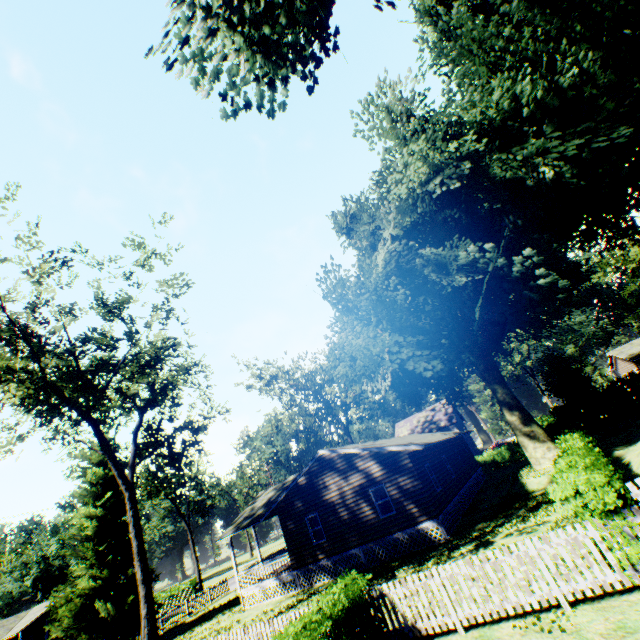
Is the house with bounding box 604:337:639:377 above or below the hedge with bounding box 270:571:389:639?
above

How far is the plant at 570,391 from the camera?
32.44m

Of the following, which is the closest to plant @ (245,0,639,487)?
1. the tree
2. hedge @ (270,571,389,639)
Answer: hedge @ (270,571,389,639)

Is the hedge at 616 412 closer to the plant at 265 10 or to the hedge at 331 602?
the plant at 265 10

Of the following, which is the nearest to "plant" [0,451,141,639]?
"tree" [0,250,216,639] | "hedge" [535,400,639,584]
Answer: "hedge" [535,400,639,584]

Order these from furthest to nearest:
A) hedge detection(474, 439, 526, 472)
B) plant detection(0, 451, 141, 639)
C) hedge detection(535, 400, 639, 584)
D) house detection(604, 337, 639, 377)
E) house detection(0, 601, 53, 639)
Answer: house detection(604, 337, 639, 377), house detection(0, 601, 53, 639), hedge detection(474, 439, 526, 472), plant detection(0, 451, 141, 639), hedge detection(535, 400, 639, 584)

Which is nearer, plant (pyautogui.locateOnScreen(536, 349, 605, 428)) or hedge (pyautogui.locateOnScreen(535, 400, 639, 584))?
hedge (pyautogui.locateOnScreen(535, 400, 639, 584))

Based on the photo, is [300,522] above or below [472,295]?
below
